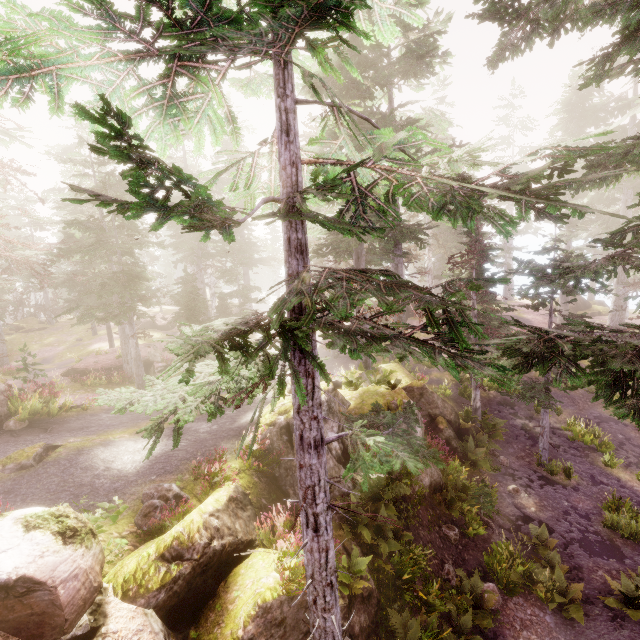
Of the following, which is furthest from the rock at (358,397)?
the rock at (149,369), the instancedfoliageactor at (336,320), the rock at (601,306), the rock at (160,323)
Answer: the rock at (601,306)

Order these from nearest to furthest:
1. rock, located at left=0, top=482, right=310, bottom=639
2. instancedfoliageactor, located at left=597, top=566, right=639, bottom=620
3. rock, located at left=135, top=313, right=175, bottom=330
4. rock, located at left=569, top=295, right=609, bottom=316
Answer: rock, located at left=0, top=482, right=310, bottom=639 → instancedfoliageactor, located at left=597, top=566, right=639, bottom=620 → rock, located at left=135, top=313, right=175, bottom=330 → rock, located at left=569, top=295, right=609, bottom=316

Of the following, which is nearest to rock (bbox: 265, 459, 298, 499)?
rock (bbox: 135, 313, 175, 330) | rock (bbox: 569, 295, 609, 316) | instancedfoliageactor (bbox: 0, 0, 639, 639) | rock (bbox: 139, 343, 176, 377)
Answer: instancedfoliageactor (bbox: 0, 0, 639, 639)

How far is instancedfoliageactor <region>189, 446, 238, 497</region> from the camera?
8.9 meters

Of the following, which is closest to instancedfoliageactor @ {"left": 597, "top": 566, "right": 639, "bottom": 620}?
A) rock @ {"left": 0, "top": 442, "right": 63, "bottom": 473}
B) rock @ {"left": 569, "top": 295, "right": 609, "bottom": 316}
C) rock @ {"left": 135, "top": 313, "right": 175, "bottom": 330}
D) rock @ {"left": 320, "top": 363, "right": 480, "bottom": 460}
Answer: rock @ {"left": 320, "top": 363, "right": 480, "bottom": 460}

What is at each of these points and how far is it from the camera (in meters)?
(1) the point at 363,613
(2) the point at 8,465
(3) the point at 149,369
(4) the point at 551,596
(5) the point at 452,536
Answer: (1) rock, 8.55
(2) rock, 8.70
(3) rock, 25.19
(4) instancedfoliageactor, 10.50
(5) instancedfoliageactor, 12.18

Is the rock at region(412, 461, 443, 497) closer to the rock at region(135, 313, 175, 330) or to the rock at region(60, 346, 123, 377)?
the rock at region(60, 346, 123, 377)

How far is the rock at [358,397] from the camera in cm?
1238
